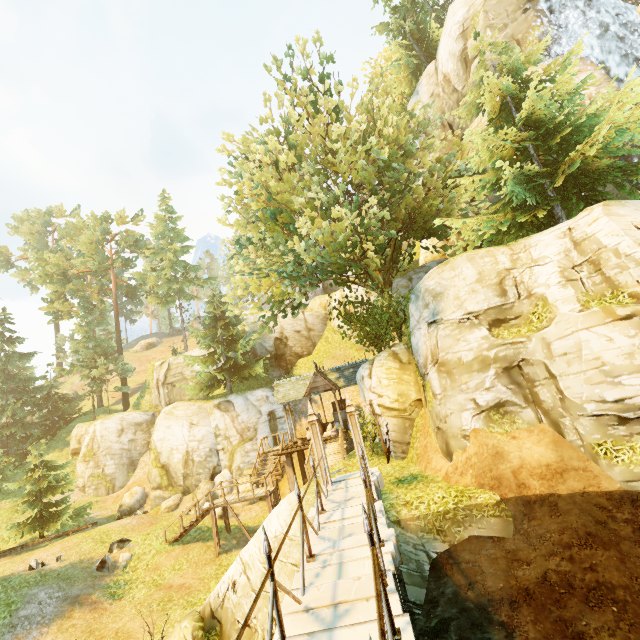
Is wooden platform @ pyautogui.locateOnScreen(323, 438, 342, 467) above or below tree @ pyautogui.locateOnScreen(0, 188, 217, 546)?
below

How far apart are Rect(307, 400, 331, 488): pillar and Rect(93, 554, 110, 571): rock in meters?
13.7

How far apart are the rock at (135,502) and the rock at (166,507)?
2.7 meters

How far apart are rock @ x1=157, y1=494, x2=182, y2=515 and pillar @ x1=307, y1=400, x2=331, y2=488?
17.92m

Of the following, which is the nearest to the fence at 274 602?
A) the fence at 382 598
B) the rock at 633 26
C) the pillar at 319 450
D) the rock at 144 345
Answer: the pillar at 319 450

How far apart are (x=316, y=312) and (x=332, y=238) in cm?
2007

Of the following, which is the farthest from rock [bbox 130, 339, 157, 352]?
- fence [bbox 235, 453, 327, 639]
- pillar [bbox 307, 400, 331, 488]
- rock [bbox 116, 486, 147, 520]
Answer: fence [bbox 235, 453, 327, 639]

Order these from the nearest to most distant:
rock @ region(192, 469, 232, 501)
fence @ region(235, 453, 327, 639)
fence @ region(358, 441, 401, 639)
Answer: fence @ region(358, 441, 401, 639) < fence @ region(235, 453, 327, 639) < rock @ region(192, 469, 232, 501)
